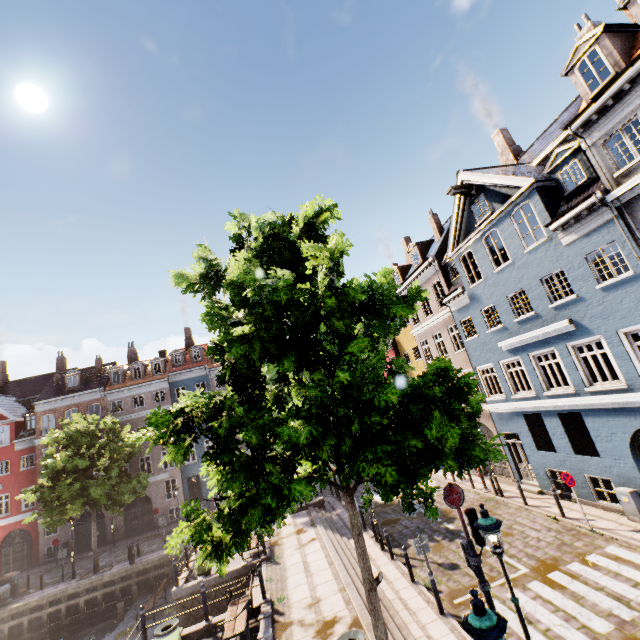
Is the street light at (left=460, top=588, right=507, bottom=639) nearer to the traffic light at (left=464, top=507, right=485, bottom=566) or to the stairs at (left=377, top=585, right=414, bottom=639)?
the traffic light at (left=464, top=507, right=485, bottom=566)

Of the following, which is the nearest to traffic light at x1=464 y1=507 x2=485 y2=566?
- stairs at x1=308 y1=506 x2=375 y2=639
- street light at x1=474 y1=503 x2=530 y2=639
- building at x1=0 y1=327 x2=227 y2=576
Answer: street light at x1=474 y1=503 x2=530 y2=639

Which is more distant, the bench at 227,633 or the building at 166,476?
the building at 166,476

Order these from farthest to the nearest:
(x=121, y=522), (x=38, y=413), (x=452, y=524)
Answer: (x=38, y=413)
(x=121, y=522)
(x=452, y=524)

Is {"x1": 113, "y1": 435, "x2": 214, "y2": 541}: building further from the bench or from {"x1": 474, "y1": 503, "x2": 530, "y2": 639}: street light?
{"x1": 474, "y1": 503, "x2": 530, "y2": 639}: street light

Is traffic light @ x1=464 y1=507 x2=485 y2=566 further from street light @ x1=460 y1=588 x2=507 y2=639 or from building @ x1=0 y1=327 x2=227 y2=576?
building @ x1=0 y1=327 x2=227 y2=576

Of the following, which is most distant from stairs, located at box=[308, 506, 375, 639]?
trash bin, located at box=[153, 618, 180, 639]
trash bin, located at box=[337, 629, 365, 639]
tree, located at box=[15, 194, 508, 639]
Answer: trash bin, located at box=[153, 618, 180, 639]

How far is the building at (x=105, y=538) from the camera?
28.61m
